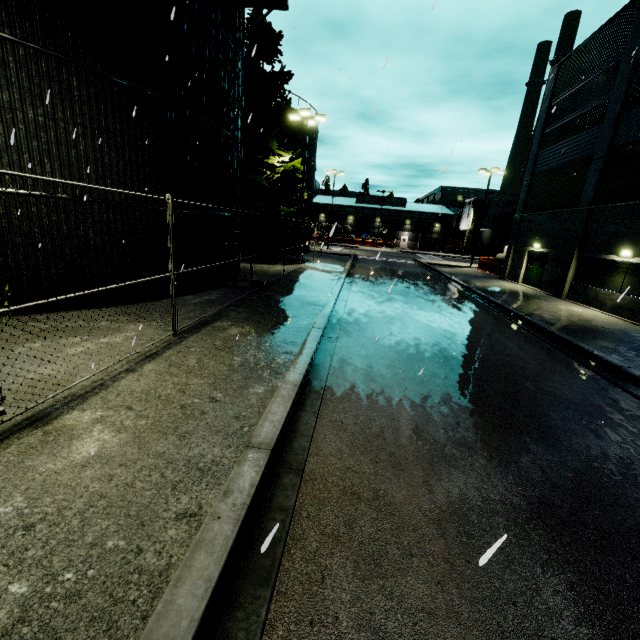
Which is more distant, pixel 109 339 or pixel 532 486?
pixel 109 339

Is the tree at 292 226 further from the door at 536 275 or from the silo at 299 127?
the door at 536 275

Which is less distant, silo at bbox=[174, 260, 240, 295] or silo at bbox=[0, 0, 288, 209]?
silo at bbox=[0, 0, 288, 209]

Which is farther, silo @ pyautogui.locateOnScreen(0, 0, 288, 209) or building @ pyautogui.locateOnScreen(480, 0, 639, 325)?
building @ pyautogui.locateOnScreen(480, 0, 639, 325)

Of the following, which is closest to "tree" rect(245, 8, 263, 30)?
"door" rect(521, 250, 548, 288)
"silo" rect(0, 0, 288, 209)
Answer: "silo" rect(0, 0, 288, 209)

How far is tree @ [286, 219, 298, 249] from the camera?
23.26m
